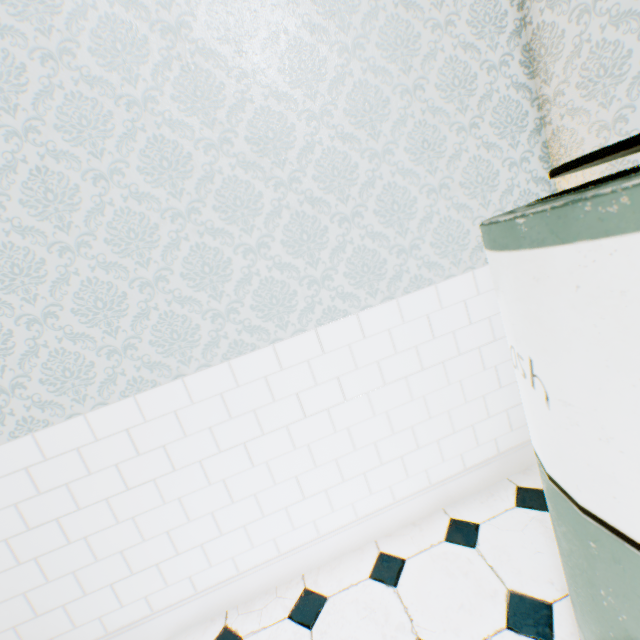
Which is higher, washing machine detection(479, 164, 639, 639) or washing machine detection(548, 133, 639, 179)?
washing machine detection(548, 133, 639, 179)

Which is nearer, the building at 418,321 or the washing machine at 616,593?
the washing machine at 616,593

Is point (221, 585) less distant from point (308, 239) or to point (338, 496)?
point (338, 496)

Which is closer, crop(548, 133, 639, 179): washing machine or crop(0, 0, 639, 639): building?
crop(548, 133, 639, 179): washing machine
